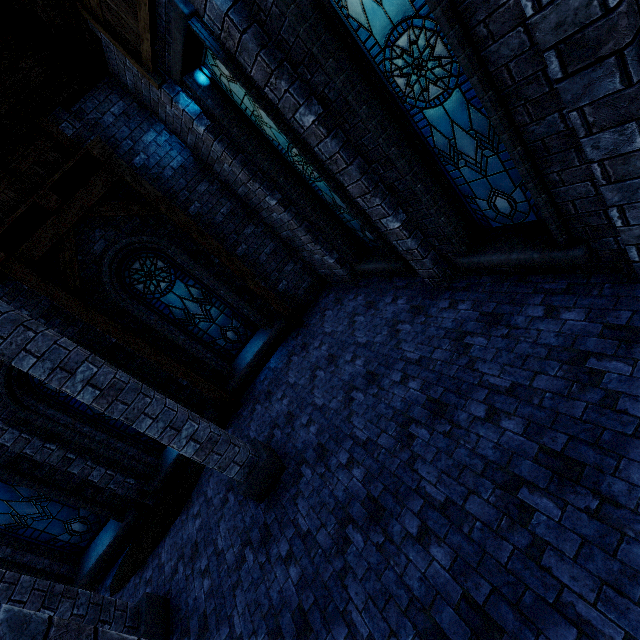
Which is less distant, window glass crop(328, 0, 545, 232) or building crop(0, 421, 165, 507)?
window glass crop(328, 0, 545, 232)

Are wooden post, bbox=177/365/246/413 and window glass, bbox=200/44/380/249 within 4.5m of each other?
no

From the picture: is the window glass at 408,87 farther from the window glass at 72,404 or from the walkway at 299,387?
the window glass at 72,404

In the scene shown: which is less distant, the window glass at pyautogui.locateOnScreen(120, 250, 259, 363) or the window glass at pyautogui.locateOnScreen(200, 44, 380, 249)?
the window glass at pyautogui.locateOnScreen(200, 44, 380, 249)

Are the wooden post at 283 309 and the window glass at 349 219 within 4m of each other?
yes

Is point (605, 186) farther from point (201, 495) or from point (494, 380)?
point (201, 495)

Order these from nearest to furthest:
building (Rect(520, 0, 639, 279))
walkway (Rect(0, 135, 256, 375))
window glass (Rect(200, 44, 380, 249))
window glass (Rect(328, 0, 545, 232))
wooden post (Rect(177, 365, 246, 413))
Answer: building (Rect(520, 0, 639, 279)) < window glass (Rect(328, 0, 545, 232)) < window glass (Rect(200, 44, 380, 249)) < walkway (Rect(0, 135, 256, 375)) < wooden post (Rect(177, 365, 246, 413))

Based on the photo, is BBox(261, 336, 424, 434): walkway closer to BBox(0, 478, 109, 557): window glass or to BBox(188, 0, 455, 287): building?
BBox(188, 0, 455, 287): building
